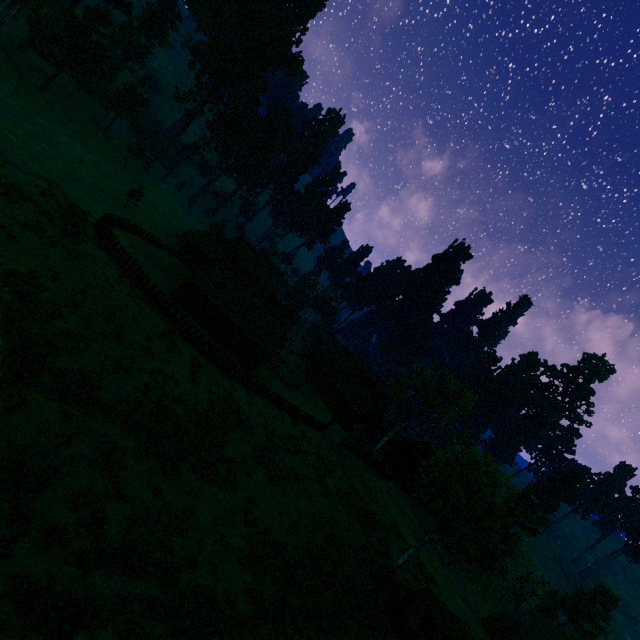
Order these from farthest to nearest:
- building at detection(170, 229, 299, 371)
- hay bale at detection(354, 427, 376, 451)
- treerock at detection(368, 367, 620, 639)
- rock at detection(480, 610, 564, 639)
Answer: hay bale at detection(354, 427, 376, 451) → building at detection(170, 229, 299, 371) → rock at detection(480, 610, 564, 639) → treerock at detection(368, 367, 620, 639)

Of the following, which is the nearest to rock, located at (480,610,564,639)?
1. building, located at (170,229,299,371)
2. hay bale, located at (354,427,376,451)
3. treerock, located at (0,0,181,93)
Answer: treerock, located at (0,0,181,93)

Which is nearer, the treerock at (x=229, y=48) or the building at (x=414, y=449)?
the building at (x=414, y=449)

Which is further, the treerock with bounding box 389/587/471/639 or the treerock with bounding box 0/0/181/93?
the treerock with bounding box 0/0/181/93

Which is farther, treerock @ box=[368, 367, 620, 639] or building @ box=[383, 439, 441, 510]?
building @ box=[383, 439, 441, 510]

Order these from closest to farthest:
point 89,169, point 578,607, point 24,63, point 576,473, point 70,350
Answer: point 70,350
point 578,607
point 89,169
point 24,63
point 576,473

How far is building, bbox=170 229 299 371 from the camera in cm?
3562
